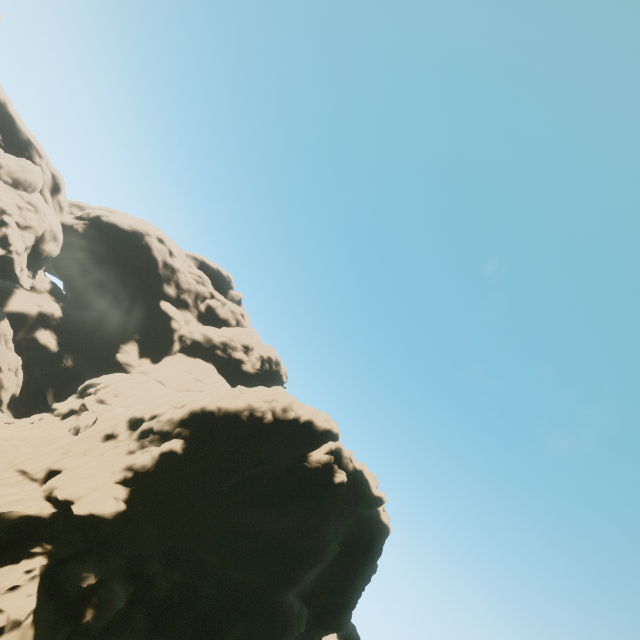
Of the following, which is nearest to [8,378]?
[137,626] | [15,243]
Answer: [15,243]

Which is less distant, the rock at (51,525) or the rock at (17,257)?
the rock at (51,525)

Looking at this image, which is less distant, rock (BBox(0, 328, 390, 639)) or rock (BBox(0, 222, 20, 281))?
rock (BBox(0, 328, 390, 639))
